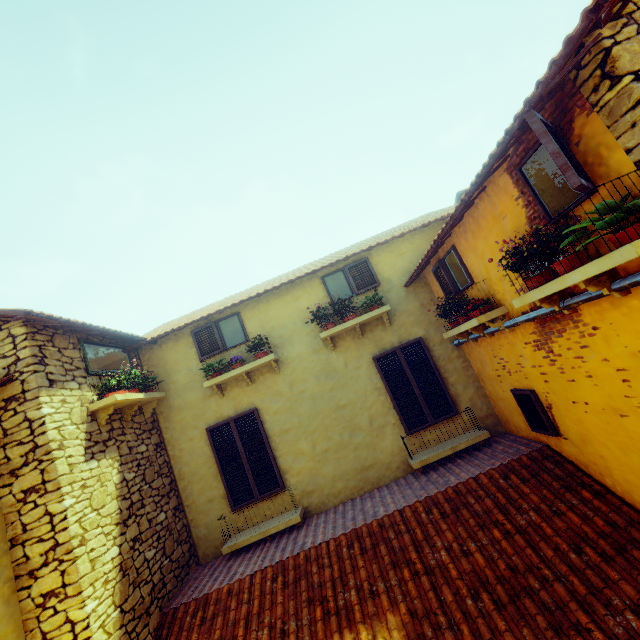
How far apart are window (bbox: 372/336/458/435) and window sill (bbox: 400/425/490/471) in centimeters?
46cm

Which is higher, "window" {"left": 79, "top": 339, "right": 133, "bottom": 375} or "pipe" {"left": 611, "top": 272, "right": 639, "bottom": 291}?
"window" {"left": 79, "top": 339, "right": 133, "bottom": 375}

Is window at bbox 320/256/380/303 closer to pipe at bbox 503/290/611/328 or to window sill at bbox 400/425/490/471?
pipe at bbox 503/290/611/328

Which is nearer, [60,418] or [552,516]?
[552,516]

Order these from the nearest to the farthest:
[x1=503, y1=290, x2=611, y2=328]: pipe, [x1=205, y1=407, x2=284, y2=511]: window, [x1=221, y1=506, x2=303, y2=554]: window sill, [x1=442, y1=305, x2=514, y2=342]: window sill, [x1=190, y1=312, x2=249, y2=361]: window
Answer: [x1=503, y1=290, x2=611, y2=328]: pipe < [x1=442, y1=305, x2=514, y2=342]: window sill < [x1=221, y1=506, x2=303, y2=554]: window sill < [x1=205, y1=407, x2=284, y2=511]: window < [x1=190, y1=312, x2=249, y2=361]: window

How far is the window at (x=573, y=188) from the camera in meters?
2.4

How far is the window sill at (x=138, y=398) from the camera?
5.1m

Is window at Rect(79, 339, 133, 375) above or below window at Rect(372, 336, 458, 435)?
above
